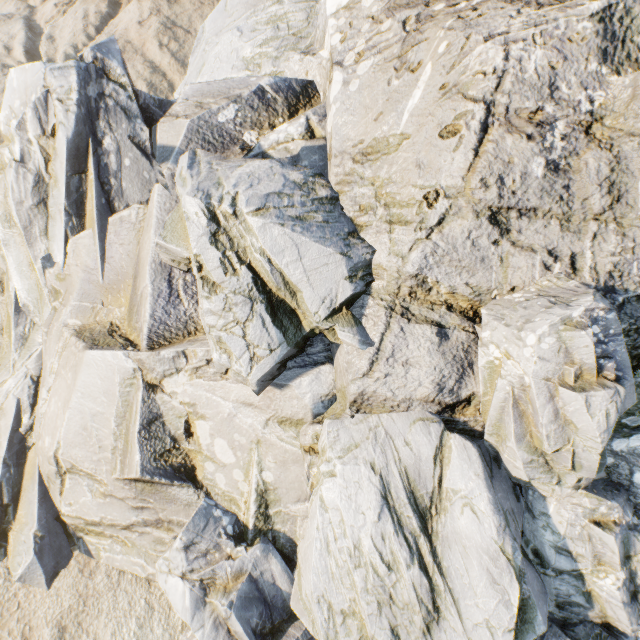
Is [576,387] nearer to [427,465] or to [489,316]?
[489,316]
